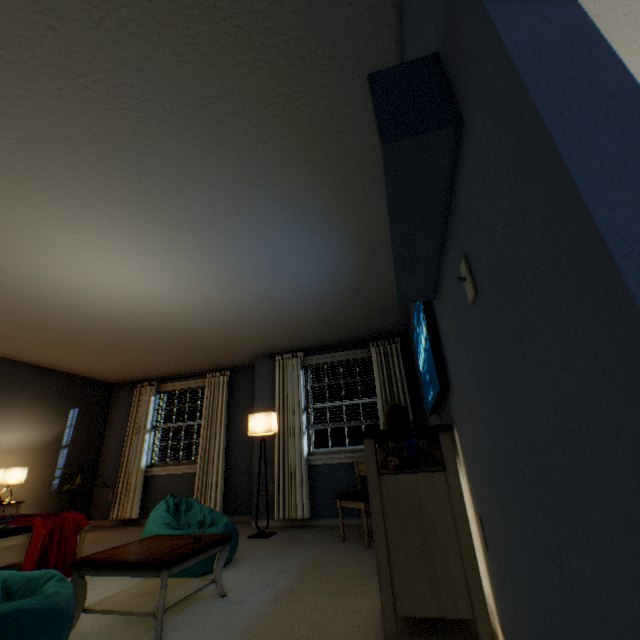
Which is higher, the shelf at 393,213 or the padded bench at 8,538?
the shelf at 393,213

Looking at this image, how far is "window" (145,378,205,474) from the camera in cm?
554

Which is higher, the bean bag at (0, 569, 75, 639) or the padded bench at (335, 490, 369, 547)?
the padded bench at (335, 490, 369, 547)

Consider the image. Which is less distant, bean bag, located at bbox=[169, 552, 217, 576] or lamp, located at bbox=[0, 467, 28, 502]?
bean bag, located at bbox=[169, 552, 217, 576]

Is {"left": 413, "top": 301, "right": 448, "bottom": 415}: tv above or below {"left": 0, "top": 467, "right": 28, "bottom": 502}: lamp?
above

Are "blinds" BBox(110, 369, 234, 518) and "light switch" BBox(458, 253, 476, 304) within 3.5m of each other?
no

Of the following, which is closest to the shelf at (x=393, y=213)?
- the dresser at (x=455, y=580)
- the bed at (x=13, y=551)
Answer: the dresser at (x=455, y=580)

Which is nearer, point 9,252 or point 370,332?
point 9,252
